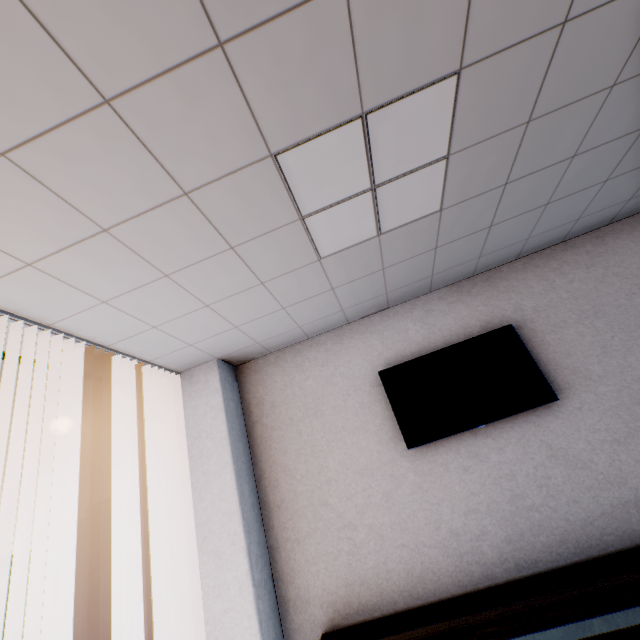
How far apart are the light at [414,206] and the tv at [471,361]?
1.5m

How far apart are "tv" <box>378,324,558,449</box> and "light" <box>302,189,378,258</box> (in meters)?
1.46

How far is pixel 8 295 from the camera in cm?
196

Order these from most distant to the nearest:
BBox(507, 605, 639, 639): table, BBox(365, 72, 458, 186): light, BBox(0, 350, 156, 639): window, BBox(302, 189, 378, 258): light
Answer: BBox(0, 350, 156, 639): window < BBox(302, 189, 378, 258): light < BBox(365, 72, 458, 186): light < BBox(507, 605, 639, 639): table

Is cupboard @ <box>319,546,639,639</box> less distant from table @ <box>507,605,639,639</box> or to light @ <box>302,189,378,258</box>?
table @ <box>507,605,639,639</box>

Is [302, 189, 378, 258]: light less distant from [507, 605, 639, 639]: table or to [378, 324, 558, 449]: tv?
[378, 324, 558, 449]: tv

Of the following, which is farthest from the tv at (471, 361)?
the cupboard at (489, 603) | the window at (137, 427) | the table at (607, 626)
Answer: the window at (137, 427)

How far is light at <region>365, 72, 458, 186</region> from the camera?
1.6 meters
